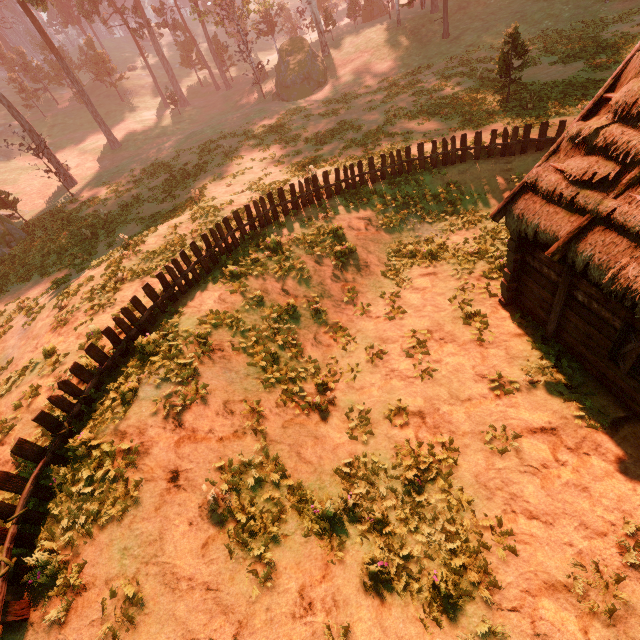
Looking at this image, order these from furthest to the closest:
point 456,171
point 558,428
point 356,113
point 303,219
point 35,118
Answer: point 35,118 < point 356,113 < point 456,171 < point 303,219 < point 558,428

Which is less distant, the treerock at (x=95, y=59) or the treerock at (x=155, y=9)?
the treerock at (x=95, y=59)

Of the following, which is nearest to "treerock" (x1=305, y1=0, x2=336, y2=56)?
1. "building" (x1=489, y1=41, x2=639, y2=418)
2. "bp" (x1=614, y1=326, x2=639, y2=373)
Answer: "building" (x1=489, y1=41, x2=639, y2=418)

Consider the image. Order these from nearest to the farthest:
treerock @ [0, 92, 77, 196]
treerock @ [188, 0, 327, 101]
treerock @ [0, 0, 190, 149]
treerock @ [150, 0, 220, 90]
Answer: treerock @ [0, 92, 77, 196]
treerock @ [0, 0, 190, 149]
treerock @ [188, 0, 327, 101]
treerock @ [150, 0, 220, 90]

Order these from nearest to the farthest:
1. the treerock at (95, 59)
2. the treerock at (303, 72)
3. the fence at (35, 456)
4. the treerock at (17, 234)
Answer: the fence at (35, 456) < the treerock at (17, 234) < the treerock at (95, 59) < the treerock at (303, 72)

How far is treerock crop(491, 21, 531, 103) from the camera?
16.8m

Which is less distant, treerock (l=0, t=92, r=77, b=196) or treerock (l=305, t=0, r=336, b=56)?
treerock (l=0, t=92, r=77, b=196)
